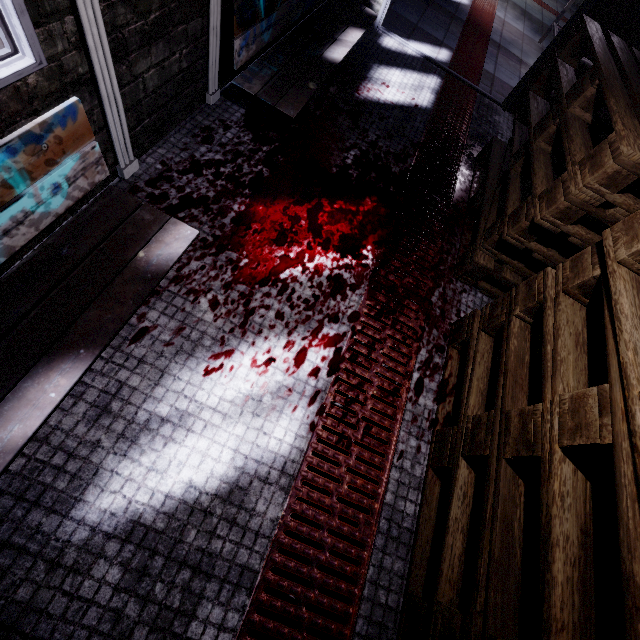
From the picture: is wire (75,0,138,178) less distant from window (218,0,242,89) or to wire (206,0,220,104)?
window (218,0,242,89)

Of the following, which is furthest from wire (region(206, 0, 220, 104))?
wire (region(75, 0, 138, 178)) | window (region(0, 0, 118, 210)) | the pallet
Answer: the pallet

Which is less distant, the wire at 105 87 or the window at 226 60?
the wire at 105 87

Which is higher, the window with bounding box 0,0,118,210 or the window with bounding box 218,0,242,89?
the window with bounding box 0,0,118,210

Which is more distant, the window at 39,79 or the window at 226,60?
the window at 226,60

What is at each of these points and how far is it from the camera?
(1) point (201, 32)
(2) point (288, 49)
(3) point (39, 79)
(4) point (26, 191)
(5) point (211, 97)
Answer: (1) window, 1.7 meters
(2) bench, 2.2 meters
(3) window, 1.0 meters
(4) bench, 1.0 meters
(5) wire, 2.0 meters

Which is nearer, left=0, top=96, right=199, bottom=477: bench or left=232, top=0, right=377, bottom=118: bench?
left=0, top=96, right=199, bottom=477: bench

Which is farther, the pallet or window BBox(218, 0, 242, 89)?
window BBox(218, 0, 242, 89)
